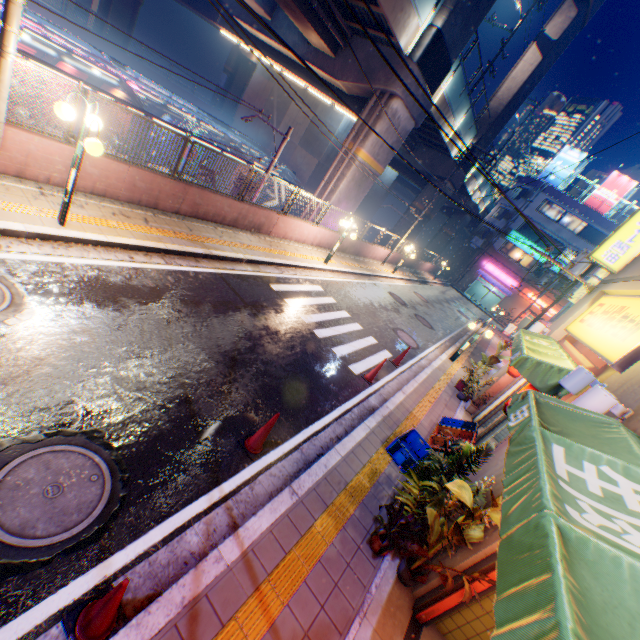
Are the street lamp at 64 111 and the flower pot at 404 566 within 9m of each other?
yes

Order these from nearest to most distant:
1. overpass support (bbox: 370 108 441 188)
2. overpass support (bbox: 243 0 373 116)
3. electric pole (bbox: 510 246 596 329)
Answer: electric pole (bbox: 510 246 596 329) → overpass support (bbox: 243 0 373 116) → overpass support (bbox: 370 108 441 188)

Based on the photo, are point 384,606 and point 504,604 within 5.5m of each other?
yes

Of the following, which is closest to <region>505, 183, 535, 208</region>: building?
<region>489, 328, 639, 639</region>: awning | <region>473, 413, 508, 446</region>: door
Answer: <region>473, 413, 508, 446</region>: door

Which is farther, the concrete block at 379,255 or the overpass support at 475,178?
the overpass support at 475,178

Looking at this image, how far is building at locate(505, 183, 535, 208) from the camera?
39.7 meters

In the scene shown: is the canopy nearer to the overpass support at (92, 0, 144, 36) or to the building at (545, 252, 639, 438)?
the overpass support at (92, 0, 144, 36)

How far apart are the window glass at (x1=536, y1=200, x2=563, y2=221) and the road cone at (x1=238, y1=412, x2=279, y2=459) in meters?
46.7
